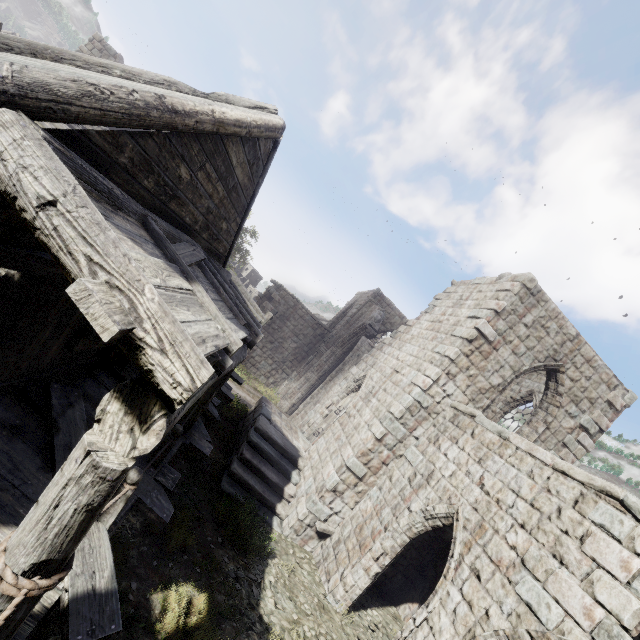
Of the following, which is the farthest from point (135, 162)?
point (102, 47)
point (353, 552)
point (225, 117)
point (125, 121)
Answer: point (102, 47)
